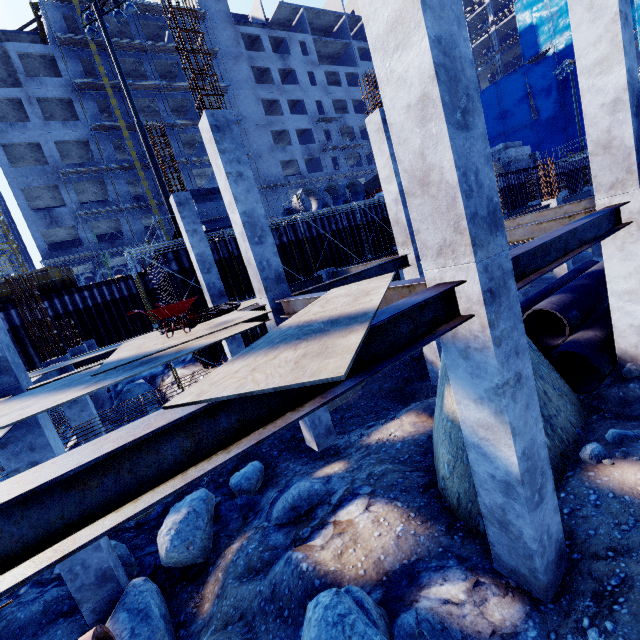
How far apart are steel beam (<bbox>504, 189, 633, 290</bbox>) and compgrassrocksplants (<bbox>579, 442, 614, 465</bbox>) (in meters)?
4.04

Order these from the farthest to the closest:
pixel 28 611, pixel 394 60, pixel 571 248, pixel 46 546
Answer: pixel 28 611 → pixel 571 248 → pixel 394 60 → pixel 46 546

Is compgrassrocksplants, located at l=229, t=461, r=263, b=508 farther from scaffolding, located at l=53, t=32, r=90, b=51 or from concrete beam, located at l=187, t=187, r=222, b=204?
scaffolding, located at l=53, t=32, r=90, b=51

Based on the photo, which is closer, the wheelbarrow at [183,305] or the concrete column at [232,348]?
the wheelbarrow at [183,305]

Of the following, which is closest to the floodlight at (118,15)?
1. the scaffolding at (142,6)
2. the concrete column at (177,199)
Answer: the concrete column at (177,199)

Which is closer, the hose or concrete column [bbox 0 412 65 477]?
concrete column [bbox 0 412 65 477]

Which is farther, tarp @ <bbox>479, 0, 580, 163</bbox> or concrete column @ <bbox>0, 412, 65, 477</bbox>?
tarp @ <bbox>479, 0, 580, 163</bbox>

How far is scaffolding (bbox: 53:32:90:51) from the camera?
30.2 meters
